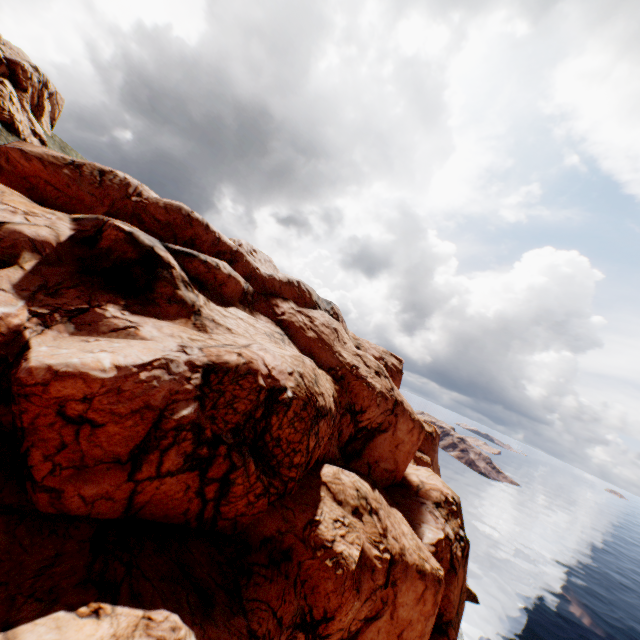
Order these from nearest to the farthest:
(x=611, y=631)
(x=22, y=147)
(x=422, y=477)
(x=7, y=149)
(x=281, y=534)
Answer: (x=281, y=534), (x=7, y=149), (x=22, y=147), (x=422, y=477), (x=611, y=631)
